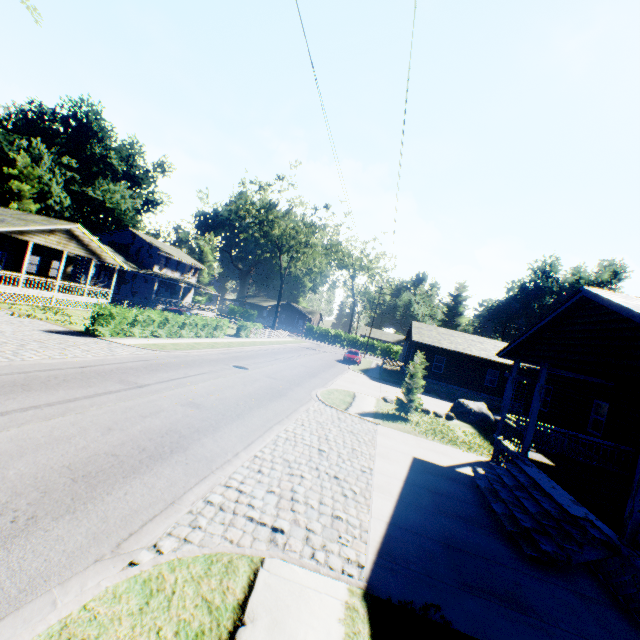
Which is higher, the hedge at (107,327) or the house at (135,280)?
the house at (135,280)

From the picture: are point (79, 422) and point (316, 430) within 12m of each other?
yes

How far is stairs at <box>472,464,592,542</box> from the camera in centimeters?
751cm

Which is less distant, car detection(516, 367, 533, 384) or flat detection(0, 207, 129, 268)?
flat detection(0, 207, 129, 268)

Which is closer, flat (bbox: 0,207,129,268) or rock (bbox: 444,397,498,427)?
rock (bbox: 444,397,498,427)

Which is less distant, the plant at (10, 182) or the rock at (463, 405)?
the rock at (463, 405)

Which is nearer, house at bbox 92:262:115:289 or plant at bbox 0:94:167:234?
house at bbox 92:262:115:289

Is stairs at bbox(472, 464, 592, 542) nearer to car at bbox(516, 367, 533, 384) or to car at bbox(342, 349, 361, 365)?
car at bbox(516, 367, 533, 384)
